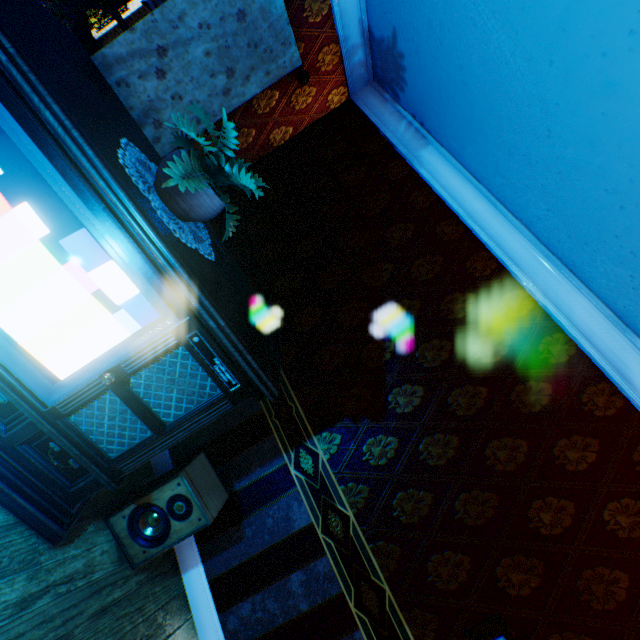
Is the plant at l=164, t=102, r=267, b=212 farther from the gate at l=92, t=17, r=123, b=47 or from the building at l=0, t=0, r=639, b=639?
the gate at l=92, t=17, r=123, b=47

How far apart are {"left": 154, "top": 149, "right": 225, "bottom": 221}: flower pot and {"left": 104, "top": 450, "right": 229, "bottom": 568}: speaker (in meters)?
1.43

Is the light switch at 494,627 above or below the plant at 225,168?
below

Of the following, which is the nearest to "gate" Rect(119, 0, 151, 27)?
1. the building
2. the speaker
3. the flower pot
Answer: the building

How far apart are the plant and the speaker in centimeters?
156cm

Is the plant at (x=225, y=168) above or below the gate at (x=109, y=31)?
above

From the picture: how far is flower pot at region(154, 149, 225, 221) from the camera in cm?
149

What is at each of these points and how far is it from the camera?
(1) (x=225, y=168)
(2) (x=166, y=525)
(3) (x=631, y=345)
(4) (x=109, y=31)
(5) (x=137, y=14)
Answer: (1) plant, 1.5m
(2) speaker, 1.9m
(3) building, 1.8m
(4) gate, 11.9m
(5) gate, 11.9m
